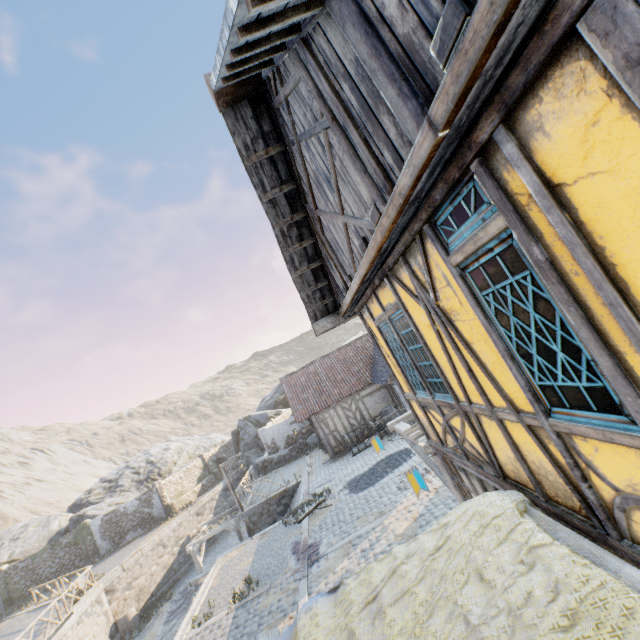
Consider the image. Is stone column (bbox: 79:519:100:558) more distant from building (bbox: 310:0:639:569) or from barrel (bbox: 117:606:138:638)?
building (bbox: 310:0:639:569)

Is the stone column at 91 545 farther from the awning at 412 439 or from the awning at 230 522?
the awning at 412 439

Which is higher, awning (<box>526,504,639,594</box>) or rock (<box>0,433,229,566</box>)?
rock (<box>0,433,229,566</box>)

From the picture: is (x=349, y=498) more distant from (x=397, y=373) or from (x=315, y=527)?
(x=397, y=373)

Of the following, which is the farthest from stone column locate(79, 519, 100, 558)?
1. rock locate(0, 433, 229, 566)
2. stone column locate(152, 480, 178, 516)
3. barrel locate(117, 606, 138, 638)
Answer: barrel locate(117, 606, 138, 638)

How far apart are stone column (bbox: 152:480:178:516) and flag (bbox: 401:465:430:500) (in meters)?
29.50

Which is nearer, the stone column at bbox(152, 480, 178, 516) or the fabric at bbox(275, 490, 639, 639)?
the fabric at bbox(275, 490, 639, 639)

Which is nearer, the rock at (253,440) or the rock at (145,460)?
the rock at (145,460)
